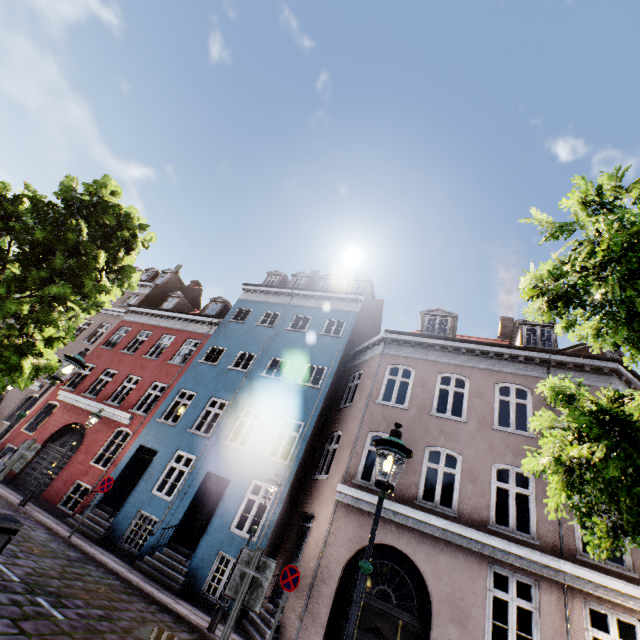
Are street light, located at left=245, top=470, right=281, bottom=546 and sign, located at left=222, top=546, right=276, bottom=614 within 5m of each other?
no

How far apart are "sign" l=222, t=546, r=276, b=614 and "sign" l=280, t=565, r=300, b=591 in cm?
573

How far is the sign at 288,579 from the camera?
8.1m

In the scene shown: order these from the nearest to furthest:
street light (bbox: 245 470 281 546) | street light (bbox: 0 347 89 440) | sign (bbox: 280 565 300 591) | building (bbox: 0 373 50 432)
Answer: street light (bbox: 0 347 89 440) < sign (bbox: 280 565 300 591) < street light (bbox: 245 470 281 546) < building (bbox: 0 373 50 432)

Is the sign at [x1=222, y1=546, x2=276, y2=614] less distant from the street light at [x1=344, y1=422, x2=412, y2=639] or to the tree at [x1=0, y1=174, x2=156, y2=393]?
the street light at [x1=344, y1=422, x2=412, y2=639]

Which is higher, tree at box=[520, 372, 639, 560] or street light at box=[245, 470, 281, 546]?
street light at box=[245, 470, 281, 546]

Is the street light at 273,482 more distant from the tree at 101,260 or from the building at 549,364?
the tree at 101,260

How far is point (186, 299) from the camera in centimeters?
2312cm
